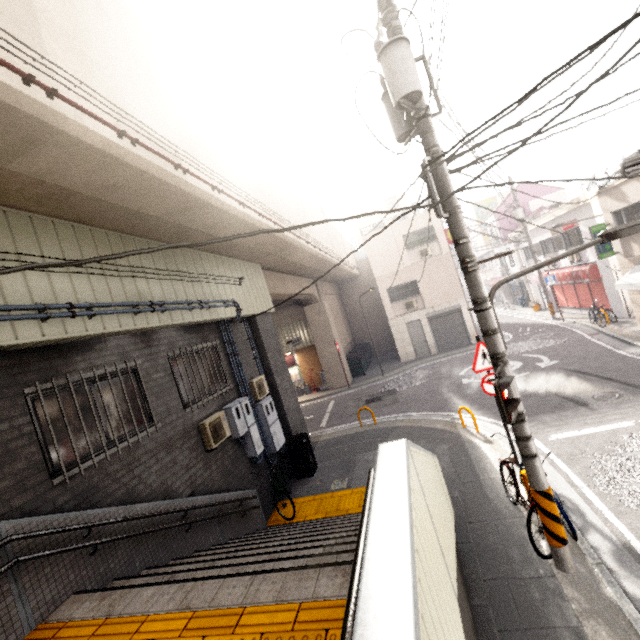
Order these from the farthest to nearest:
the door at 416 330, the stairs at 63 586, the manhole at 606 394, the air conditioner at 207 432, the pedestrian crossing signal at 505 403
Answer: the door at 416 330 < the manhole at 606 394 < the air conditioner at 207 432 < the pedestrian crossing signal at 505 403 < the stairs at 63 586

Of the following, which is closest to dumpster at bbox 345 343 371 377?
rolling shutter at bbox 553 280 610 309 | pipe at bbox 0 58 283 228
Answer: rolling shutter at bbox 553 280 610 309

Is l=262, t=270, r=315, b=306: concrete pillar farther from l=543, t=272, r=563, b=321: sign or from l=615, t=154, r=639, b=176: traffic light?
l=543, t=272, r=563, b=321: sign

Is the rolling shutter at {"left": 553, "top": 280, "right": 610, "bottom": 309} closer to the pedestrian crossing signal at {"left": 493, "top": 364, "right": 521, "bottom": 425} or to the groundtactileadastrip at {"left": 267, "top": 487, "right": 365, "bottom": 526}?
the groundtactileadastrip at {"left": 267, "top": 487, "right": 365, "bottom": 526}

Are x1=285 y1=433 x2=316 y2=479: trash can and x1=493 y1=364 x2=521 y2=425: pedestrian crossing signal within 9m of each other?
yes

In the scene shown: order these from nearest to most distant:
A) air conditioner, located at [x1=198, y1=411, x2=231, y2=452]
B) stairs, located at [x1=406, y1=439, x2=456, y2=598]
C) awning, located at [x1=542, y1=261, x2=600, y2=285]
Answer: stairs, located at [x1=406, y1=439, x2=456, y2=598] < air conditioner, located at [x1=198, y1=411, x2=231, y2=452] < awning, located at [x1=542, y1=261, x2=600, y2=285]

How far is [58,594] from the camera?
3.6m

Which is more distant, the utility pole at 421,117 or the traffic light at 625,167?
the traffic light at 625,167
